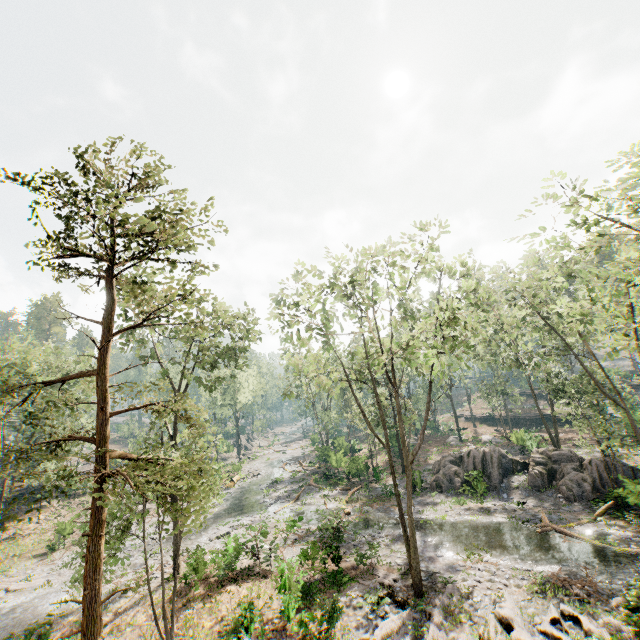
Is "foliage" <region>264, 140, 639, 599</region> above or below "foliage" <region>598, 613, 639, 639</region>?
above

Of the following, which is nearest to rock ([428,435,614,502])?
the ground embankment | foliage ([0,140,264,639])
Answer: foliage ([0,140,264,639])

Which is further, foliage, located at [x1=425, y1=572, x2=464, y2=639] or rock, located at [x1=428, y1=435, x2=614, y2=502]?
rock, located at [x1=428, y1=435, x2=614, y2=502]

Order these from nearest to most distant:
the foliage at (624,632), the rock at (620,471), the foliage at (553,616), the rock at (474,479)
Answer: the foliage at (624,632) → the foliage at (553,616) → the rock at (620,471) → the rock at (474,479)

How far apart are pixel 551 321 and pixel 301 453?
45.6m

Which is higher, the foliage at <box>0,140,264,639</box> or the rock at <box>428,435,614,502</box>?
the foliage at <box>0,140,264,639</box>

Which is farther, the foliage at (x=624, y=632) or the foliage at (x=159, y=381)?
the foliage at (x=624, y=632)
